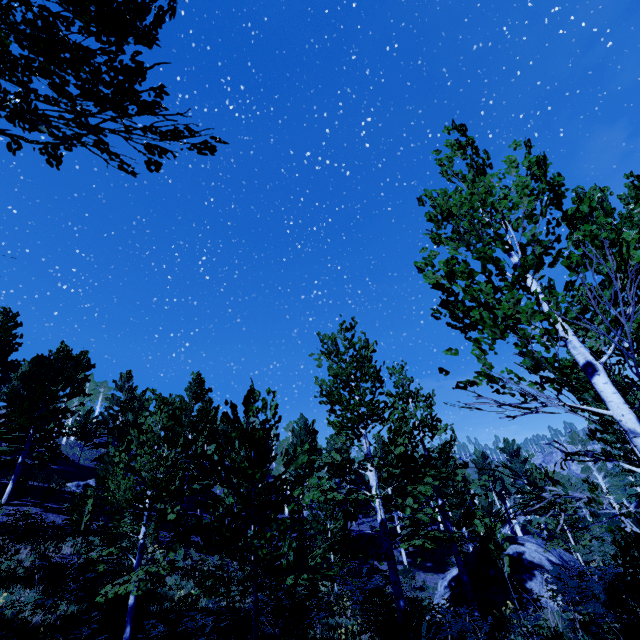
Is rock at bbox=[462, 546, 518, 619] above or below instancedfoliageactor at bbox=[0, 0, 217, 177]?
below

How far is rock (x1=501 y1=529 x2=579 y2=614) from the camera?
14.2 meters

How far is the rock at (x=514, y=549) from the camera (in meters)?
14.24

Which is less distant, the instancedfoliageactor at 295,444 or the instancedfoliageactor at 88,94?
the instancedfoliageactor at 88,94

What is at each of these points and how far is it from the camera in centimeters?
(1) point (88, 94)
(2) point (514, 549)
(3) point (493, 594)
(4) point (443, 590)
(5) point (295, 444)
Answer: (1) instancedfoliageactor, 270cm
(2) rock, 1605cm
(3) rock, 1430cm
(4) rock, 1661cm
(5) instancedfoliageactor, 3050cm

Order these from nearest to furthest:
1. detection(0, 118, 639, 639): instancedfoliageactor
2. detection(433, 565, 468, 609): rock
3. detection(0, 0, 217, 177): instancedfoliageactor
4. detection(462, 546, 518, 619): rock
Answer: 1. detection(0, 0, 217, 177): instancedfoliageactor
2. detection(0, 118, 639, 639): instancedfoliageactor
3. detection(462, 546, 518, 619): rock
4. detection(433, 565, 468, 609): rock
